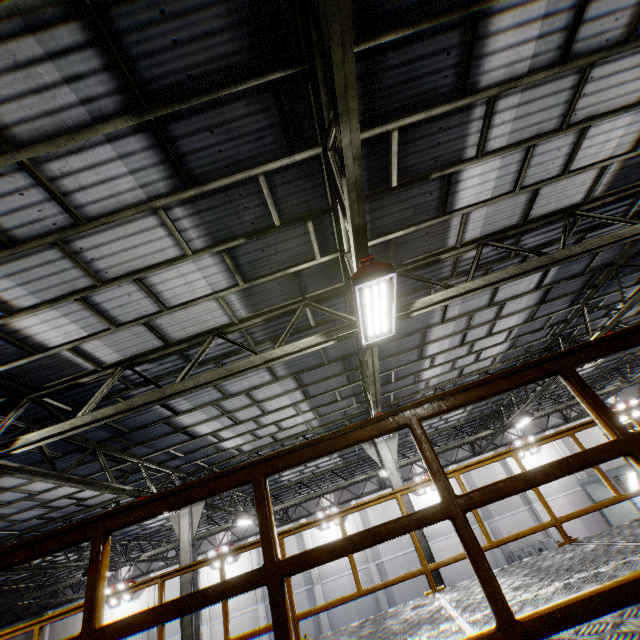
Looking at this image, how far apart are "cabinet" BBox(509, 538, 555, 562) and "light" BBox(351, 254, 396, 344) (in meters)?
23.63

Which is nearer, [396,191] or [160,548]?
[396,191]

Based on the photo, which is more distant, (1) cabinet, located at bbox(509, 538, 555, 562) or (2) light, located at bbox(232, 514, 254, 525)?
(1) cabinet, located at bbox(509, 538, 555, 562)

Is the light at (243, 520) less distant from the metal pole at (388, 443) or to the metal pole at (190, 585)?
the metal pole at (190, 585)

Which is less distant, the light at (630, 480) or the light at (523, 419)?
the light at (523, 419)

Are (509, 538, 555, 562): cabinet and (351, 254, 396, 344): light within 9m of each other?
no

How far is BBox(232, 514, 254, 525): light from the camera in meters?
15.6

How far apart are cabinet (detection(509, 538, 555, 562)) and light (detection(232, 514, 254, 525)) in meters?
16.7 m
